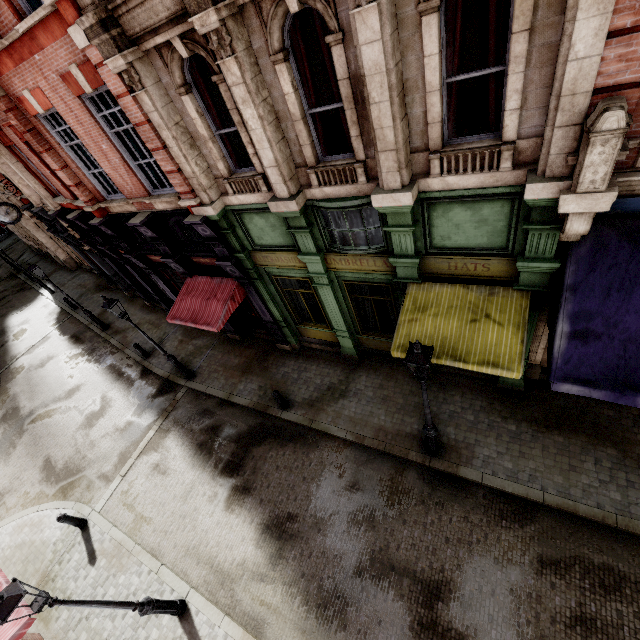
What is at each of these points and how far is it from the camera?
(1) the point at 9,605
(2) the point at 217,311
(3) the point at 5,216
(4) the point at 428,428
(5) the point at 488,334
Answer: (1) street light, 4.93m
(2) awning, 10.40m
(3) clock, 14.88m
(4) street light, 7.60m
(5) awning, 6.48m

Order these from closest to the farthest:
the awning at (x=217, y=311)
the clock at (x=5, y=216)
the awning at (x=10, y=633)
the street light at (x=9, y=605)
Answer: the street light at (x=9, y=605), the awning at (x=10, y=633), the awning at (x=217, y=311), the clock at (x=5, y=216)

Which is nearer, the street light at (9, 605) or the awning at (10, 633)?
the street light at (9, 605)

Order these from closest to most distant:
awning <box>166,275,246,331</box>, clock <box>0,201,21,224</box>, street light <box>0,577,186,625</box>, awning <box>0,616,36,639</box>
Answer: street light <box>0,577,186,625</box>
awning <box>0,616,36,639</box>
awning <box>166,275,246,331</box>
clock <box>0,201,21,224</box>

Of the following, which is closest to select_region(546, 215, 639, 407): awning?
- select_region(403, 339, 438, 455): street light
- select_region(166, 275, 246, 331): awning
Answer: select_region(403, 339, 438, 455): street light

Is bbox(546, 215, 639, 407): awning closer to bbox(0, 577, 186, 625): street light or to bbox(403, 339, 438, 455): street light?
bbox(403, 339, 438, 455): street light

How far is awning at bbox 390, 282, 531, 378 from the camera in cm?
623

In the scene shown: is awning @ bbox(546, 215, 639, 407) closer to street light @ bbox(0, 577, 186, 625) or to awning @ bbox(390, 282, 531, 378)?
awning @ bbox(390, 282, 531, 378)
